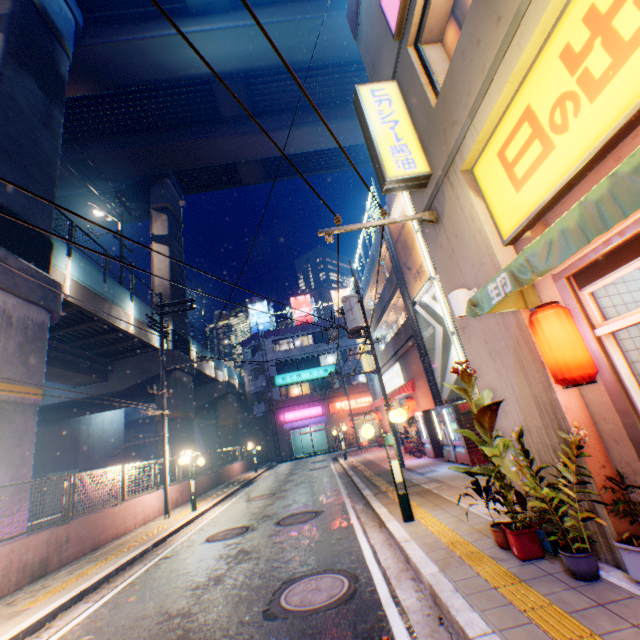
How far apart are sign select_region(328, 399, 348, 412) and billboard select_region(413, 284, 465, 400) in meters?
25.9

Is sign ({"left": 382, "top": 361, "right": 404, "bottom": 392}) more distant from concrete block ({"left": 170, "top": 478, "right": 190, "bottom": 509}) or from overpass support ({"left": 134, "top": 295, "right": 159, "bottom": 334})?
overpass support ({"left": 134, "top": 295, "right": 159, "bottom": 334})

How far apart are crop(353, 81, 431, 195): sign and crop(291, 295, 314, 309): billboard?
37.5m

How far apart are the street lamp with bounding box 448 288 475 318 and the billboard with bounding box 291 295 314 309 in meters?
39.0

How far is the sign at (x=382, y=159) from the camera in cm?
596

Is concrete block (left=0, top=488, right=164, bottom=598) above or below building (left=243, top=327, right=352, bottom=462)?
below

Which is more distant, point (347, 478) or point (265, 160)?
point (265, 160)

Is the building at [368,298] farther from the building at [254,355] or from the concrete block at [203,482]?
the concrete block at [203,482]
